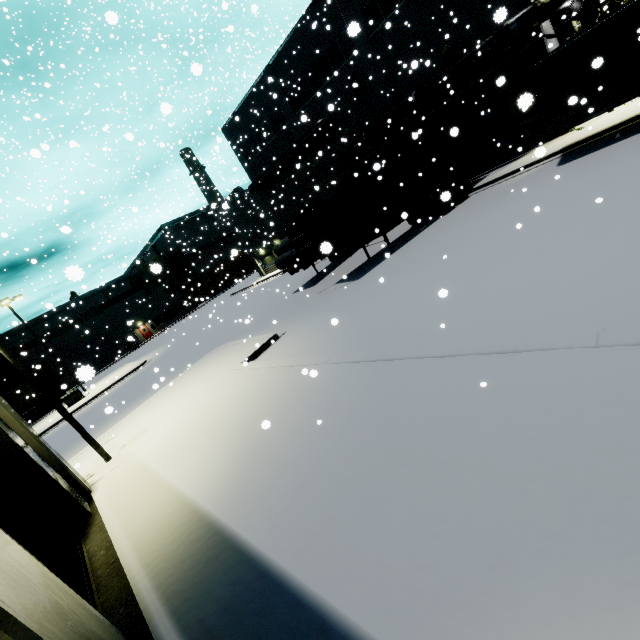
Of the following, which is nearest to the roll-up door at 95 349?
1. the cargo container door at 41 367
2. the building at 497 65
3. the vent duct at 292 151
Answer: the building at 497 65

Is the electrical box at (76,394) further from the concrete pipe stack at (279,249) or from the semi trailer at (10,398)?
the concrete pipe stack at (279,249)

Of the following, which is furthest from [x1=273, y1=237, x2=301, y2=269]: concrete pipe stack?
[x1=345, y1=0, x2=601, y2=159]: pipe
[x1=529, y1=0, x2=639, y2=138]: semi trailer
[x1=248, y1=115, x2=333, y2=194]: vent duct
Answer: [x1=248, y1=115, x2=333, y2=194]: vent duct

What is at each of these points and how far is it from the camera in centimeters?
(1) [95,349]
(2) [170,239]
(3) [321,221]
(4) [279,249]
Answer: (1) roll-up door, 4950cm
(2) building, 5966cm
(3) cargo container door, 1391cm
(4) concrete pipe stack, 1959cm

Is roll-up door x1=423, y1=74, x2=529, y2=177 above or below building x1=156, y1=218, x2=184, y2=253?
below

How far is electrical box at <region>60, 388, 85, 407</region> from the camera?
27.28m

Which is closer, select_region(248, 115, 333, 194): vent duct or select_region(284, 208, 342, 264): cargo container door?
select_region(284, 208, 342, 264): cargo container door

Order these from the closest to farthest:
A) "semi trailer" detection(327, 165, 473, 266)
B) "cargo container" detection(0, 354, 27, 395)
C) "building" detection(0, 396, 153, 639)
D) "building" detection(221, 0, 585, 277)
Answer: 1. "building" detection(0, 396, 153, 639)
2. "semi trailer" detection(327, 165, 473, 266)
3. "building" detection(221, 0, 585, 277)
4. "cargo container" detection(0, 354, 27, 395)
